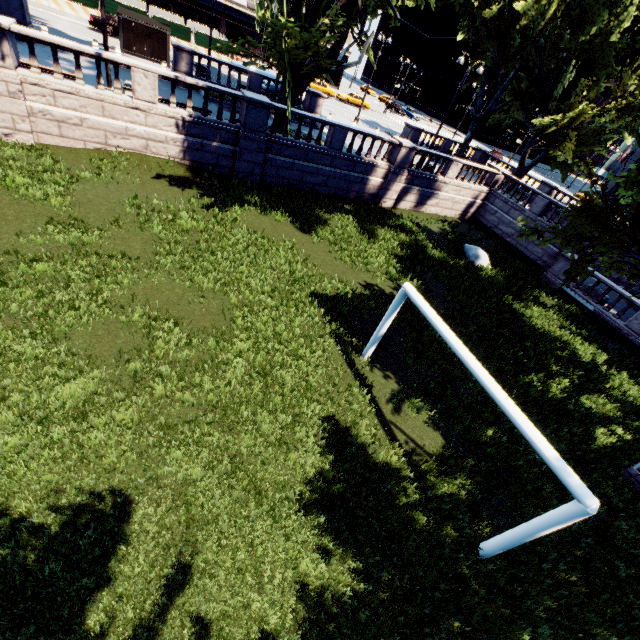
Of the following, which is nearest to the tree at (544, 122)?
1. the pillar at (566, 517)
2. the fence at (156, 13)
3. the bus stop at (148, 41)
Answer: the pillar at (566, 517)

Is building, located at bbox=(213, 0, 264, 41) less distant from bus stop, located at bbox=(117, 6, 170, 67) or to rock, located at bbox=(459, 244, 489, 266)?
bus stop, located at bbox=(117, 6, 170, 67)

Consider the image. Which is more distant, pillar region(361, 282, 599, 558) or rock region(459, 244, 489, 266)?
rock region(459, 244, 489, 266)

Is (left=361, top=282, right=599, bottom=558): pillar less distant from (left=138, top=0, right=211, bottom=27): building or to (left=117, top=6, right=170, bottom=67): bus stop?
(left=117, top=6, right=170, bottom=67): bus stop

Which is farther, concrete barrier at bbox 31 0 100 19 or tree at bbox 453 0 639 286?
concrete barrier at bbox 31 0 100 19

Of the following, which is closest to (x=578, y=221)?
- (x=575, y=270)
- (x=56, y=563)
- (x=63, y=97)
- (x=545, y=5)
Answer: (x=575, y=270)

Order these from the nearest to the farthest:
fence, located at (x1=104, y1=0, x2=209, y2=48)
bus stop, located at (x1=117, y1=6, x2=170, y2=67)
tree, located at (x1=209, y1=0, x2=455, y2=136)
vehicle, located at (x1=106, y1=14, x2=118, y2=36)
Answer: tree, located at (x1=209, y1=0, x2=455, y2=136), bus stop, located at (x1=117, y1=6, x2=170, y2=67), vehicle, located at (x1=106, y1=14, x2=118, y2=36), fence, located at (x1=104, y1=0, x2=209, y2=48)
